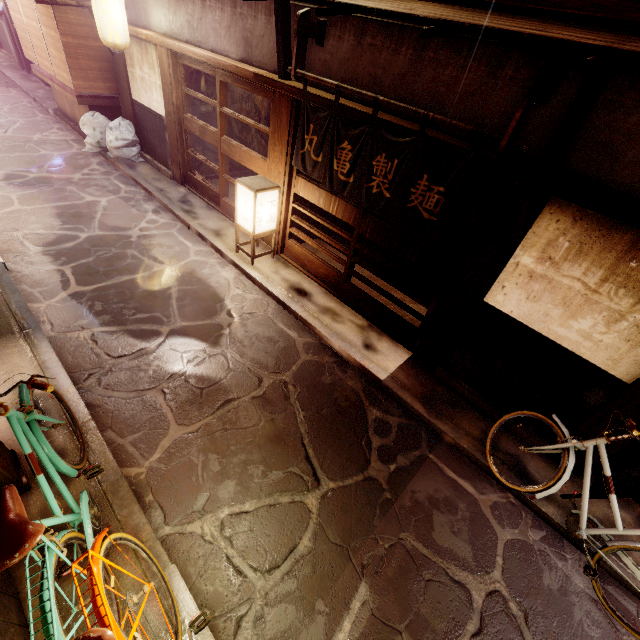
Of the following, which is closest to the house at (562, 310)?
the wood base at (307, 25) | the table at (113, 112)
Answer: the wood base at (307, 25)

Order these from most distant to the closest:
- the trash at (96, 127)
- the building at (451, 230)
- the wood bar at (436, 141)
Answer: the trash at (96, 127), the building at (451, 230), the wood bar at (436, 141)

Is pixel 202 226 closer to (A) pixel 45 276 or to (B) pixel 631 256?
(A) pixel 45 276

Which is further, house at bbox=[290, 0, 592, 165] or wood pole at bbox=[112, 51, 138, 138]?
wood pole at bbox=[112, 51, 138, 138]

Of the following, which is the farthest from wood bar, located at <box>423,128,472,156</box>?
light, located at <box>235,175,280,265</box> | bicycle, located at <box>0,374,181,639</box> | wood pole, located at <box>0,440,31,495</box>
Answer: wood pole, located at <box>0,440,31,495</box>

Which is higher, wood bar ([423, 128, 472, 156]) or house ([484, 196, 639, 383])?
wood bar ([423, 128, 472, 156])

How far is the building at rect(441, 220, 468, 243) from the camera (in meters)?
14.60

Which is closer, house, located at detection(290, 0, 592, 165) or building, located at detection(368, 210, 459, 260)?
house, located at detection(290, 0, 592, 165)
